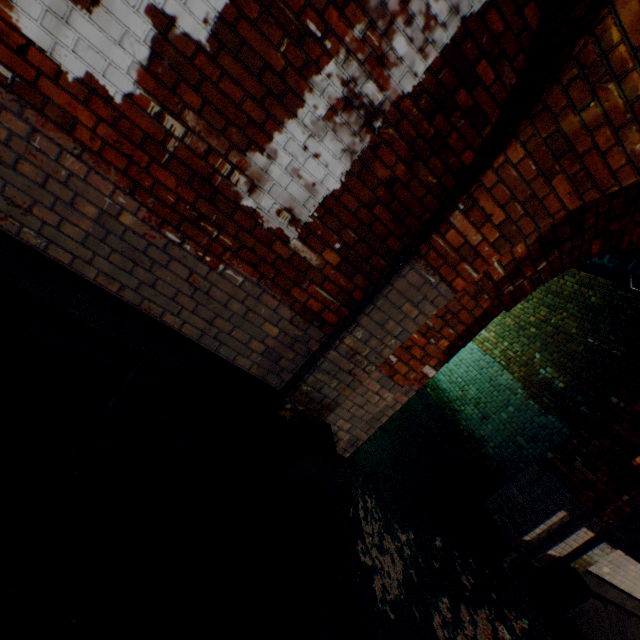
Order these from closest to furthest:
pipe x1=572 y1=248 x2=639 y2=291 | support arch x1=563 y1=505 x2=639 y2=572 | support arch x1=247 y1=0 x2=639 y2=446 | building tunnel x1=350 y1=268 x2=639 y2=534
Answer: support arch x1=247 y1=0 x2=639 y2=446
pipe x1=572 y1=248 x2=639 y2=291
support arch x1=563 y1=505 x2=639 y2=572
building tunnel x1=350 y1=268 x2=639 y2=534

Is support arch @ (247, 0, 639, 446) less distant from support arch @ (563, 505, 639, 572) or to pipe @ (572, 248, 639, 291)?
pipe @ (572, 248, 639, 291)

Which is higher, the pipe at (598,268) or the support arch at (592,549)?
the pipe at (598,268)

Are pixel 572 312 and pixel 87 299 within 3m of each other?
no

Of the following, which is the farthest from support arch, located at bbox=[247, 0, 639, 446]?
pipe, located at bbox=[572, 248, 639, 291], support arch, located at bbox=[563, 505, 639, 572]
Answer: support arch, located at bbox=[563, 505, 639, 572]

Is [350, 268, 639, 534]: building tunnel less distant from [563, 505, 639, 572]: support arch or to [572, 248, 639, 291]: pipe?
[572, 248, 639, 291]: pipe

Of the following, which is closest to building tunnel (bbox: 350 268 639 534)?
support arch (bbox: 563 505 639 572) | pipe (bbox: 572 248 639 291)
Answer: pipe (bbox: 572 248 639 291)

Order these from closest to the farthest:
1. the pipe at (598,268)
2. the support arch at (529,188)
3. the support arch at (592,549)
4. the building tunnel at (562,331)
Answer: the support arch at (529,188)
the pipe at (598,268)
the support arch at (592,549)
the building tunnel at (562,331)
